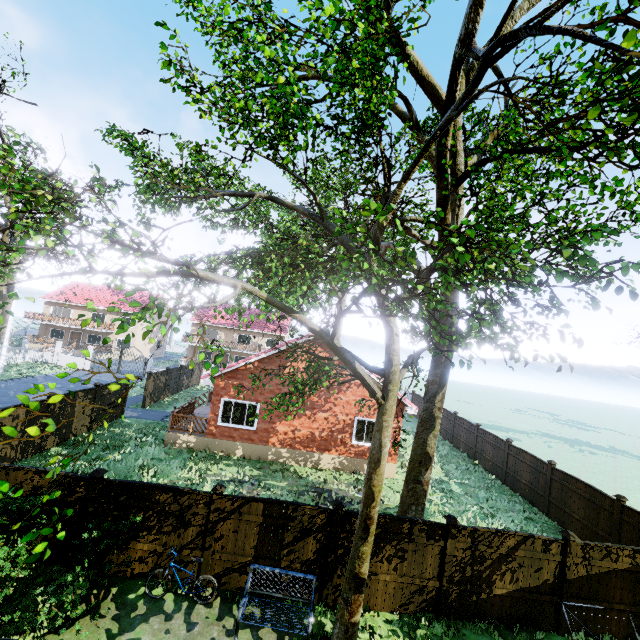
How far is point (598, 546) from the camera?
8.46m

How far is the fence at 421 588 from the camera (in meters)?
8.18

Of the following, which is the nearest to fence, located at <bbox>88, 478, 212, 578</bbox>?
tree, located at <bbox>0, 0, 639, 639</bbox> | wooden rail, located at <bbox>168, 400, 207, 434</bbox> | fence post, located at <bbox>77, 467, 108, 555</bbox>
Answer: fence post, located at <bbox>77, 467, 108, 555</bbox>

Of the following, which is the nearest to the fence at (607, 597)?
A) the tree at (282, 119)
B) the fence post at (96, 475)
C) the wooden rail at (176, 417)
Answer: the fence post at (96, 475)

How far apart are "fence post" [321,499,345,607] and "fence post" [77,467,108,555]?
5.81m

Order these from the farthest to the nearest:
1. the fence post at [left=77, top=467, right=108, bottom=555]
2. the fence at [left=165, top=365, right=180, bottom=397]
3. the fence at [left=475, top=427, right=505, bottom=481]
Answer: the fence at [left=165, top=365, right=180, bottom=397] < the fence at [left=475, top=427, right=505, bottom=481] < the fence post at [left=77, top=467, right=108, bottom=555]

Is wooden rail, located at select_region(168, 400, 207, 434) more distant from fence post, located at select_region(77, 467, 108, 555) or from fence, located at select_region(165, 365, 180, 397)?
fence post, located at select_region(77, 467, 108, 555)

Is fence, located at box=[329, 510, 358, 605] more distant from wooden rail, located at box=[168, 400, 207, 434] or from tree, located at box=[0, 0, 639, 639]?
wooden rail, located at box=[168, 400, 207, 434]
